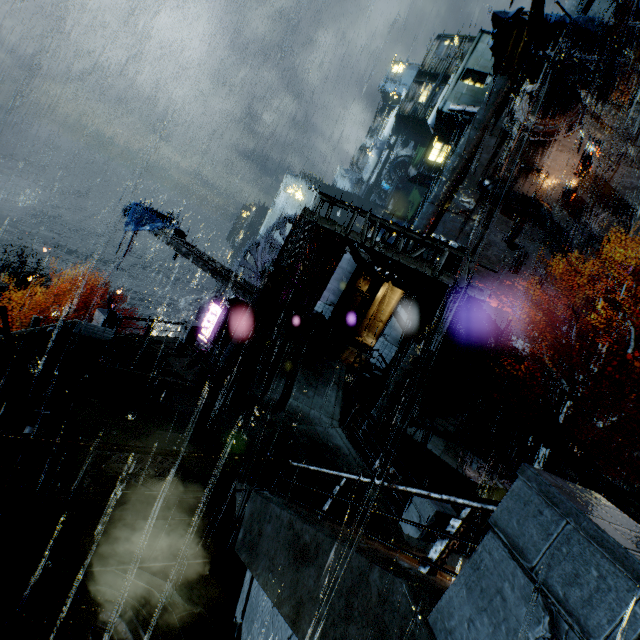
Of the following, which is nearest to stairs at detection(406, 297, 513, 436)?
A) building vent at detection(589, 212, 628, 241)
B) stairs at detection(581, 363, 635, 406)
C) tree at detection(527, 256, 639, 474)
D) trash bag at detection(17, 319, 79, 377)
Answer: tree at detection(527, 256, 639, 474)

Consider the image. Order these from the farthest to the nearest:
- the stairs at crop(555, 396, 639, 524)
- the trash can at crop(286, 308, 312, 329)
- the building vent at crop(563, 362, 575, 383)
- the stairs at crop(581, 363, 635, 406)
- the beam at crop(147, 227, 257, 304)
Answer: the building vent at crop(563, 362, 575, 383) < the stairs at crop(581, 363, 635, 406) < the trash can at crop(286, 308, 312, 329) < the beam at crop(147, 227, 257, 304) < the stairs at crop(555, 396, 639, 524)

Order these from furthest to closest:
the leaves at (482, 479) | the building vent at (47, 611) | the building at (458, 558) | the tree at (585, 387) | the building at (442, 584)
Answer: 1. the leaves at (482, 479)
2. the tree at (585, 387)
3. the building at (458, 558)
4. the building vent at (47, 611)
5. the building at (442, 584)

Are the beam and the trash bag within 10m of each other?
yes

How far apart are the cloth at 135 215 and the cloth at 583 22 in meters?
41.0

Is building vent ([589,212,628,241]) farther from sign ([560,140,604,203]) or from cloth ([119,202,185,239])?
cloth ([119,202,185,239])

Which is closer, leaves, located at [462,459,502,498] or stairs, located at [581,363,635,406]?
leaves, located at [462,459,502,498]

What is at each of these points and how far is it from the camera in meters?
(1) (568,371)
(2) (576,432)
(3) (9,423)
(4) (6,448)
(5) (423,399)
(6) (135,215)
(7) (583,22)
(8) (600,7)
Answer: (1) building vent, 26.2
(2) stairs, 22.5
(3) building, 6.3
(4) building, 5.8
(5) stairs, 21.9
(6) cloth, 21.6
(7) cloth, 30.6
(8) building, 36.6
